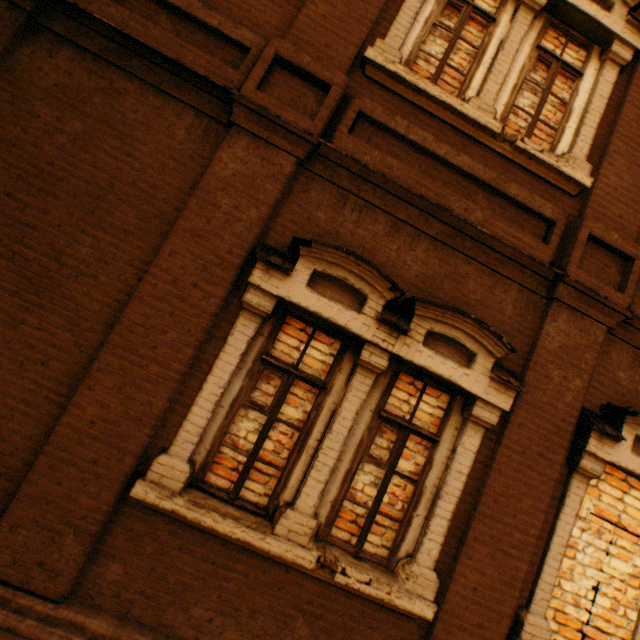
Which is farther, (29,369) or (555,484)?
(555,484)
